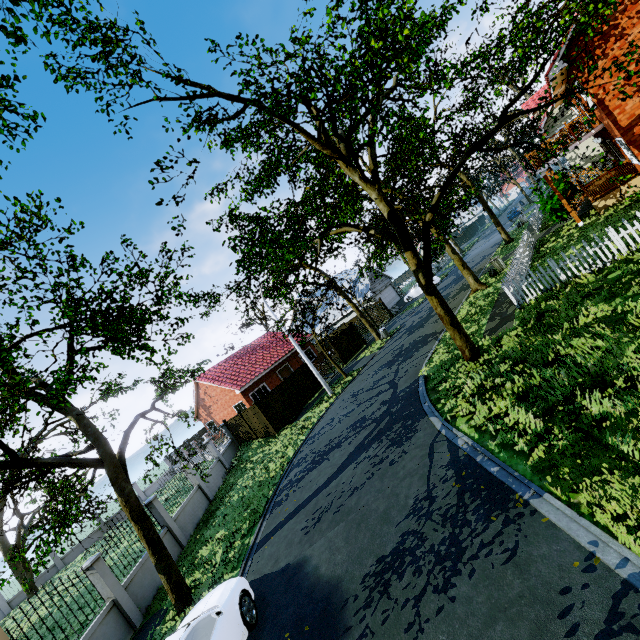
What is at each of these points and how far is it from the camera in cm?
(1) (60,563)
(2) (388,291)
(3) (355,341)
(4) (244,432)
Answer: (1) fence, 2869
(2) garage door, 4116
(3) fence, 2978
(4) fence, 2352

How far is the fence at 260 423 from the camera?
21.4m

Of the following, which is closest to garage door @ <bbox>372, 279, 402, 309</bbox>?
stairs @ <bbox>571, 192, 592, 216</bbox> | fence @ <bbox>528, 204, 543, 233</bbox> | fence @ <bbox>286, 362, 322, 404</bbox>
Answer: fence @ <bbox>528, 204, 543, 233</bbox>

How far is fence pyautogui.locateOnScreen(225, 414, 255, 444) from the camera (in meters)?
23.09

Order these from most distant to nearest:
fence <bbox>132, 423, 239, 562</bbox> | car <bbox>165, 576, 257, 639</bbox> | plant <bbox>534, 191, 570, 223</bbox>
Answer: plant <bbox>534, 191, 570, 223</bbox> → fence <bbox>132, 423, 239, 562</bbox> → car <bbox>165, 576, 257, 639</bbox>

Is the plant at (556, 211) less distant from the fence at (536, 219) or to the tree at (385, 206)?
the fence at (536, 219)

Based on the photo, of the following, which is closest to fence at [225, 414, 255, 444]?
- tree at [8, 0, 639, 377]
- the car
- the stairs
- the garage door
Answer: tree at [8, 0, 639, 377]

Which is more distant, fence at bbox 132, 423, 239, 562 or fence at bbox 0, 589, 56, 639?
fence at bbox 132, 423, 239, 562
